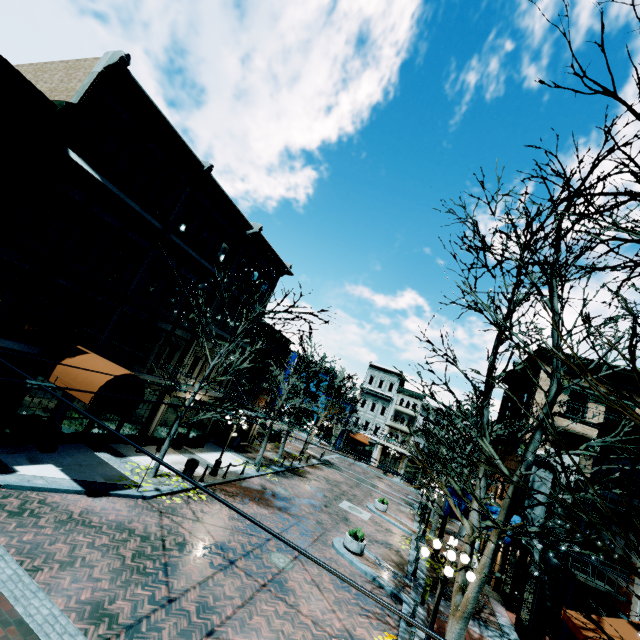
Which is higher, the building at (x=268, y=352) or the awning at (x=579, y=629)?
the building at (x=268, y=352)

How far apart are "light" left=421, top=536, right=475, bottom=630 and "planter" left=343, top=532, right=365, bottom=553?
6.1m

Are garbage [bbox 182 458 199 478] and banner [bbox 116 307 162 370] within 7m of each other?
yes

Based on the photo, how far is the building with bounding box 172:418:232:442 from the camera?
20.3m

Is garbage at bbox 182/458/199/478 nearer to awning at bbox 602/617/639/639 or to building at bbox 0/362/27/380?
building at bbox 0/362/27/380

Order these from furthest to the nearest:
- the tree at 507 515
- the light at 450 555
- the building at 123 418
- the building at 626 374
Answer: the building at 626 374 → the building at 123 418 → the light at 450 555 → the tree at 507 515

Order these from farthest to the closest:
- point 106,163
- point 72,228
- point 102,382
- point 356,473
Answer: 1. point 356,473
2. point 106,163
3. point 72,228
4. point 102,382
